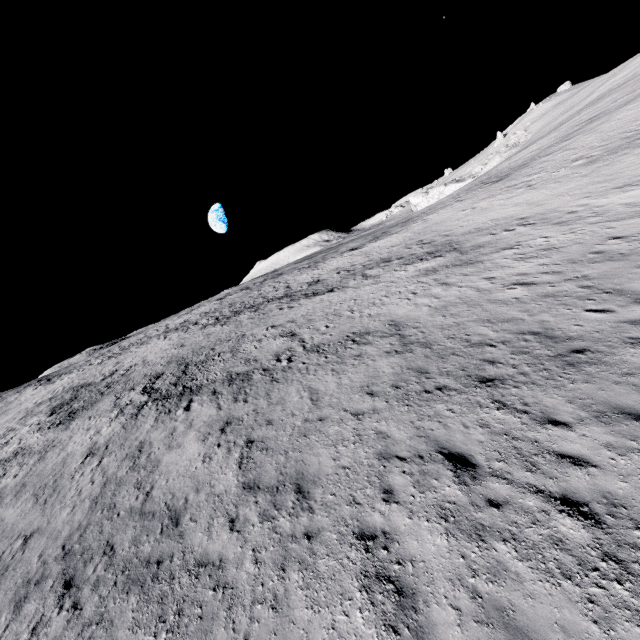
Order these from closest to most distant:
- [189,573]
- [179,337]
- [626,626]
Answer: [626,626]
[189,573]
[179,337]
